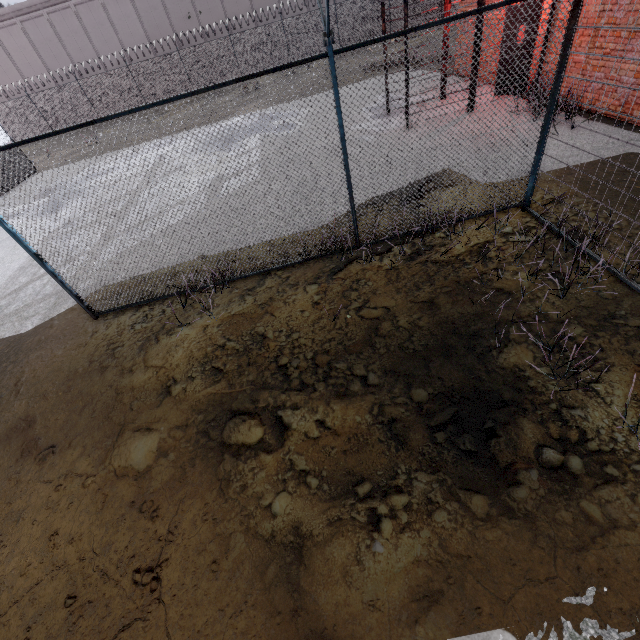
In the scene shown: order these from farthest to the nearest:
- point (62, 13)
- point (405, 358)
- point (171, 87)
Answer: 1. point (62, 13)
2. point (171, 87)
3. point (405, 358)
